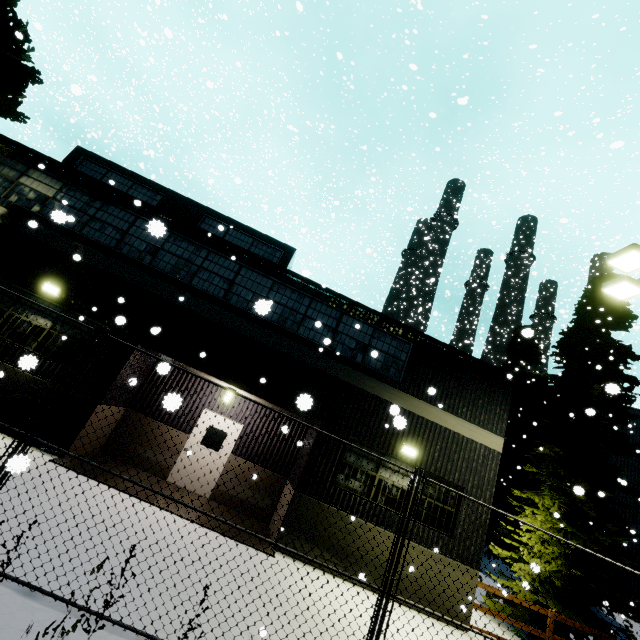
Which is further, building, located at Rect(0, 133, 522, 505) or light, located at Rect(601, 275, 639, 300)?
building, located at Rect(0, 133, 522, 505)

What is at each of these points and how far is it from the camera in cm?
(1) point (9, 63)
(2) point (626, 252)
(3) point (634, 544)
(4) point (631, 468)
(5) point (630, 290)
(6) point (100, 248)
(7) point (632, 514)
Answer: (1) tree, 754
(2) light, 784
(3) silo, 1878
(4) silo, 2038
(5) light, 877
(6) building, 1027
(7) silo, 1938

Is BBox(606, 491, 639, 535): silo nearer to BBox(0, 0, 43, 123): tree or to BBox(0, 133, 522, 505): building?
BBox(0, 133, 522, 505): building

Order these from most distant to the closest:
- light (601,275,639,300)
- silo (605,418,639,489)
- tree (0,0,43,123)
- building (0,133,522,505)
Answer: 1. silo (605,418,639,489)
2. building (0,133,522,505)
3. light (601,275,639,300)
4. tree (0,0,43,123)

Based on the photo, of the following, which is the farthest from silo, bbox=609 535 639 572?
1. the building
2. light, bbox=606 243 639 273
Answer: light, bbox=606 243 639 273

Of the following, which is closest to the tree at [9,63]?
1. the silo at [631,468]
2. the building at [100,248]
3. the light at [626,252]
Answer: the building at [100,248]

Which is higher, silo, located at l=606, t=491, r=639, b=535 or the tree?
the tree

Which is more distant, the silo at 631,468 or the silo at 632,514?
the silo at 631,468
